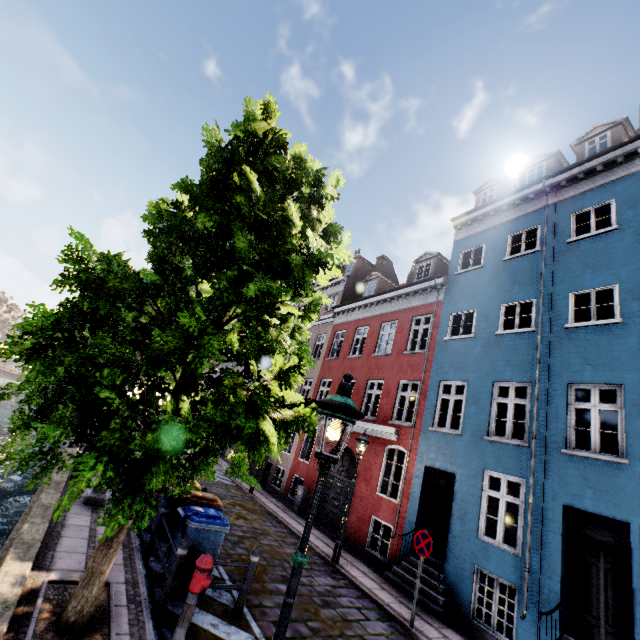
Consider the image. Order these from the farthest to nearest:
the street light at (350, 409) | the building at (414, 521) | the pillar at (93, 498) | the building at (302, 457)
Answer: A: the building at (302, 457), the pillar at (93, 498), the building at (414, 521), the street light at (350, 409)

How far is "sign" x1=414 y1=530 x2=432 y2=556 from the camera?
7.63m

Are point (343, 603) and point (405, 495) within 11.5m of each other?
yes

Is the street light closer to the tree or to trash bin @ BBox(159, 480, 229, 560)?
the tree

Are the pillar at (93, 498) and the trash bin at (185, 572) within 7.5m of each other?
yes

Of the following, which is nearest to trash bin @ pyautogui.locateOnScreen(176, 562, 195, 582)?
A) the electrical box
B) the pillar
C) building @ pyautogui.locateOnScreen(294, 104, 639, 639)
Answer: the pillar

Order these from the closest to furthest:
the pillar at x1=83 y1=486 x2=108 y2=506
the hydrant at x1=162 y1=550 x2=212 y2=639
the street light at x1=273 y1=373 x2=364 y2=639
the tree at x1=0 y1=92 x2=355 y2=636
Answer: the street light at x1=273 y1=373 x2=364 y2=639 < the tree at x1=0 y1=92 x2=355 y2=636 < the hydrant at x1=162 y1=550 x2=212 y2=639 < the pillar at x1=83 y1=486 x2=108 y2=506

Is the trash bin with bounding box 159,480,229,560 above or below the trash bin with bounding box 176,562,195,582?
above
